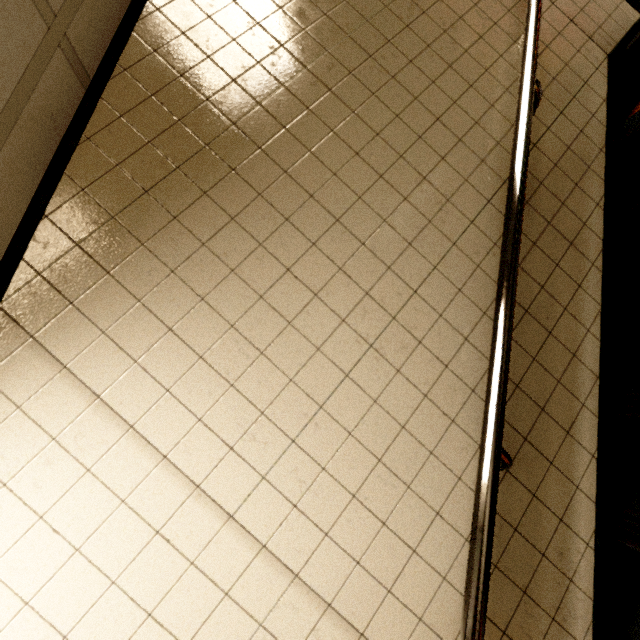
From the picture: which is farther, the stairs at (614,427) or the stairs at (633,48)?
the stairs at (633,48)

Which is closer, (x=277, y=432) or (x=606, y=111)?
(x=277, y=432)

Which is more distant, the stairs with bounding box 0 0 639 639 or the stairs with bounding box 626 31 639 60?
the stairs with bounding box 626 31 639 60
